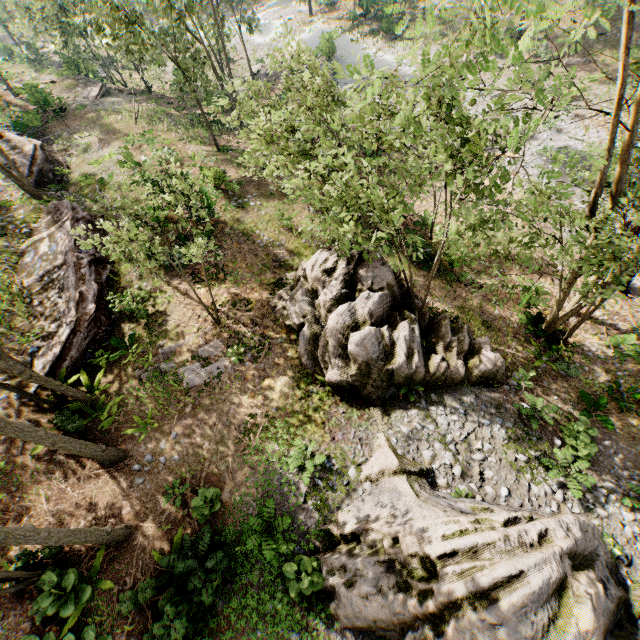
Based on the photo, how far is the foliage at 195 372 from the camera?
12.7m

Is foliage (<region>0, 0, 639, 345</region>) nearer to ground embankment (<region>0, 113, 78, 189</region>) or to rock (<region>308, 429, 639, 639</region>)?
ground embankment (<region>0, 113, 78, 189</region>)

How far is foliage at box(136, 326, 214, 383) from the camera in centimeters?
1290cm

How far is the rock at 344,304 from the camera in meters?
11.7

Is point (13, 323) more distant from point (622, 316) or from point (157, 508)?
point (622, 316)

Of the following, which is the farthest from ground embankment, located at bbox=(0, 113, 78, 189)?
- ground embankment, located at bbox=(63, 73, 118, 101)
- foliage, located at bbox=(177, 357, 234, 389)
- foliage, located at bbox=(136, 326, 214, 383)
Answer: foliage, located at bbox=(177, 357, 234, 389)

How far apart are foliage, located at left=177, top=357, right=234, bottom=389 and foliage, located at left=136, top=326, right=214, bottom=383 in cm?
14

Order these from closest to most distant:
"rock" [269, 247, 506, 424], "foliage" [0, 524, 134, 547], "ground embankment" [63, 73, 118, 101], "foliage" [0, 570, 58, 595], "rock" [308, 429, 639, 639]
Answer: "rock" [308, 429, 639, 639]
"foliage" [0, 524, 134, 547]
"foliage" [0, 570, 58, 595]
"rock" [269, 247, 506, 424]
"ground embankment" [63, 73, 118, 101]
